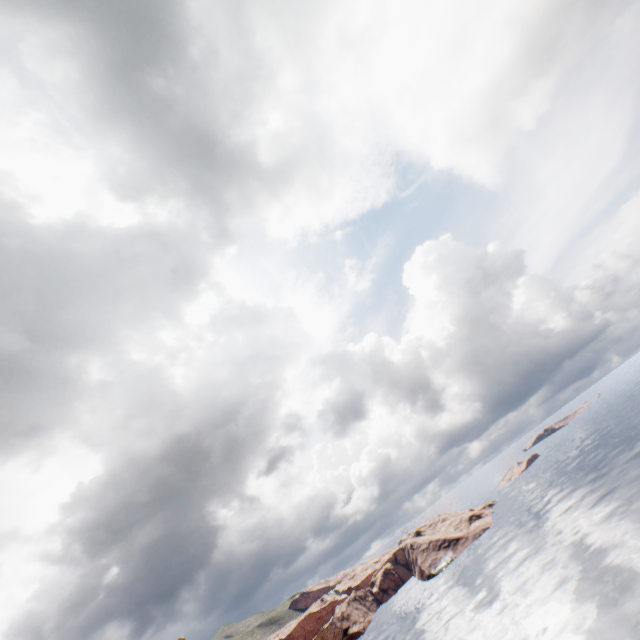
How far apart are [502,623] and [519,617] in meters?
3.5 m
